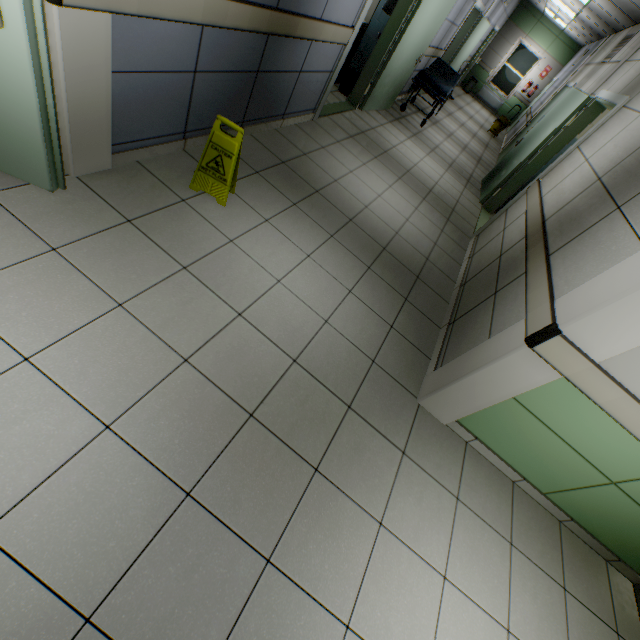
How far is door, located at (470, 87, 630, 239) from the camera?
4.23m

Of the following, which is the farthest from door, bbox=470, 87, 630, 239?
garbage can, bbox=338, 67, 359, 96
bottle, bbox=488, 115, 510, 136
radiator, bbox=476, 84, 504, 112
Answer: radiator, bbox=476, 84, 504, 112

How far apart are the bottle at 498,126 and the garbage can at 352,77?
7.84m

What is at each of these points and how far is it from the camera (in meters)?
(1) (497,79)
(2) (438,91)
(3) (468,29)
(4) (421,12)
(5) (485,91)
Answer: (1) window, 14.25
(2) emergency stretcher, 6.63
(3) door, 8.83
(4) door, 4.92
(5) radiator, 14.46

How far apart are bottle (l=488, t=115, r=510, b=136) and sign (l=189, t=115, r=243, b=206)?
12.12m

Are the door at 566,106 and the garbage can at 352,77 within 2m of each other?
no

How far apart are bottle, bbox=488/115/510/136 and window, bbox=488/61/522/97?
4.3 meters

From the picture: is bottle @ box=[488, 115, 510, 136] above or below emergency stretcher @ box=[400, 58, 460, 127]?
below
